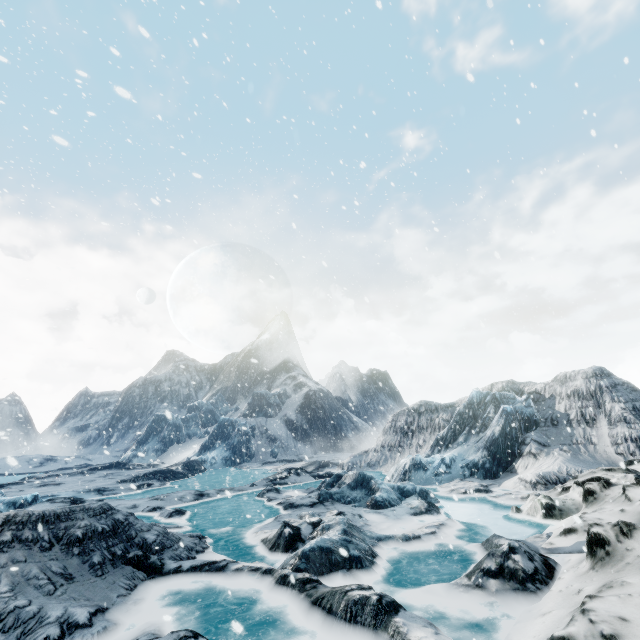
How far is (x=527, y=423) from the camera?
18.81m
